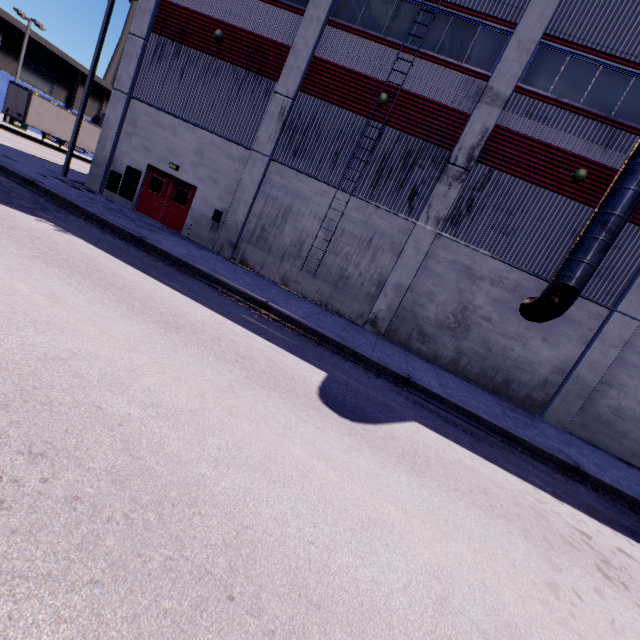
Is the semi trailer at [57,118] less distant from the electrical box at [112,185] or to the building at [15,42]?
the building at [15,42]

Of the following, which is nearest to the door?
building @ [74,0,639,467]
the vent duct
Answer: building @ [74,0,639,467]

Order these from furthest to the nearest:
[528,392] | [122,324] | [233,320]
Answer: [528,392] → [233,320] → [122,324]

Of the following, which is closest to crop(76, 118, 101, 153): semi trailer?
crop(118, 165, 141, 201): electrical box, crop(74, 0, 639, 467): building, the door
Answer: crop(74, 0, 639, 467): building

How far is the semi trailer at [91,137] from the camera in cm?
3231

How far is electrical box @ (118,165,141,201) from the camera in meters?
15.9 m

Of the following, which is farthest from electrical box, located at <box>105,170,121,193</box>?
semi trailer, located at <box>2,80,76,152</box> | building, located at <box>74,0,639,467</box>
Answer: semi trailer, located at <box>2,80,76,152</box>

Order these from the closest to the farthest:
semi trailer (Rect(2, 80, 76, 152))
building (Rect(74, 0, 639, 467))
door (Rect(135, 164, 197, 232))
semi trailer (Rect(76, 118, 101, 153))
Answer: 1. building (Rect(74, 0, 639, 467))
2. door (Rect(135, 164, 197, 232))
3. semi trailer (Rect(2, 80, 76, 152))
4. semi trailer (Rect(76, 118, 101, 153))
